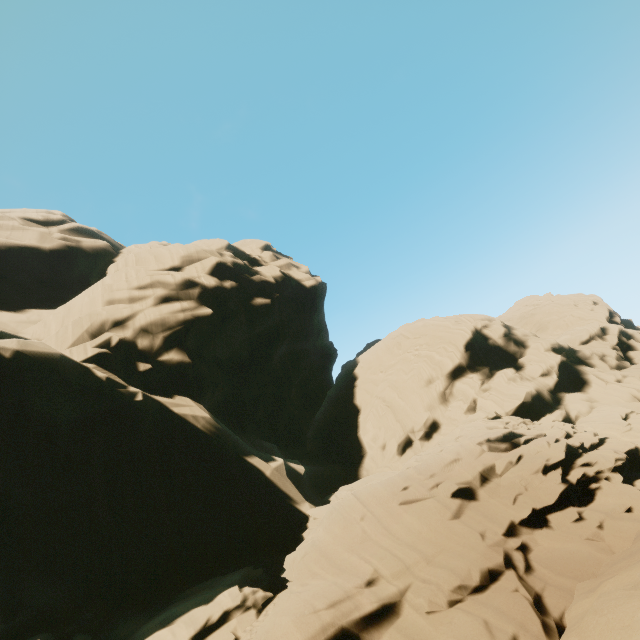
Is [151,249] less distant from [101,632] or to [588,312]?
[101,632]
